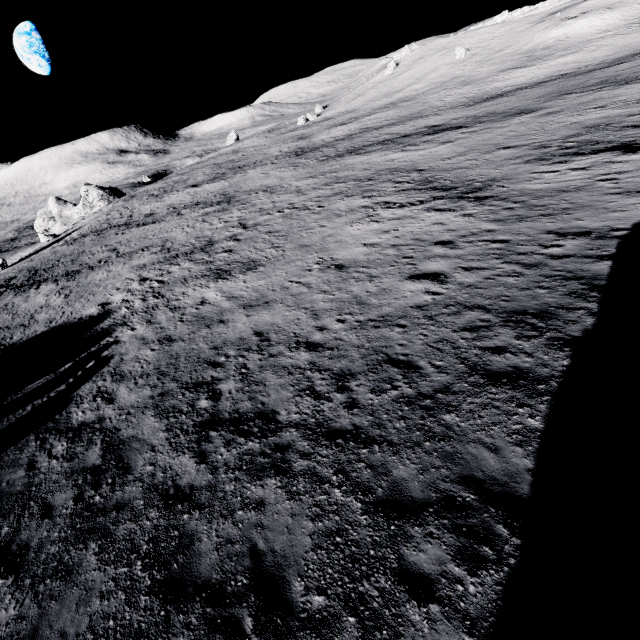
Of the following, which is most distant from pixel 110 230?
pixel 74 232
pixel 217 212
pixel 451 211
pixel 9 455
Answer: pixel 451 211
